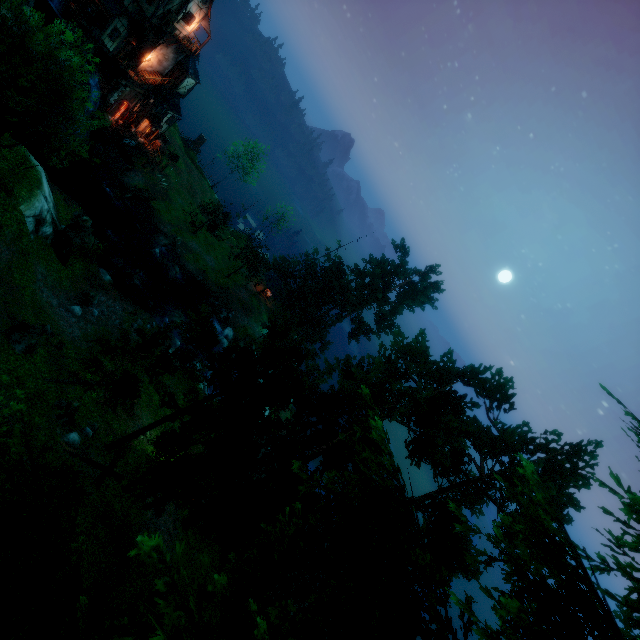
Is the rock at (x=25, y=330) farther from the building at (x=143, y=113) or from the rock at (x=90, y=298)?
the building at (x=143, y=113)

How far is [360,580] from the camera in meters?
3.6

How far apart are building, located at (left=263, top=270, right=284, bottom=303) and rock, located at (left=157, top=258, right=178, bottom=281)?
13.6 meters

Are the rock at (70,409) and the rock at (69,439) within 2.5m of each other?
yes

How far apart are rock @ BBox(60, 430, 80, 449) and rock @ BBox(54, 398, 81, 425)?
0.7 meters

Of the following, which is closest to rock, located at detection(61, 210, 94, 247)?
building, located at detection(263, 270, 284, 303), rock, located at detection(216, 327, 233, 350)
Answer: rock, located at detection(216, 327, 233, 350)

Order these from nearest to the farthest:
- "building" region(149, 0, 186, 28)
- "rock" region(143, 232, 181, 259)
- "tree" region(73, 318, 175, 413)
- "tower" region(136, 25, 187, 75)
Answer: "tree" region(73, 318, 175, 413)
"building" region(149, 0, 186, 28)
"tower" region(136, 25, 187, 75)
"rock" region(143, 232, 181, 259)

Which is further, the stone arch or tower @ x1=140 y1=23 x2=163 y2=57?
the stone arch
